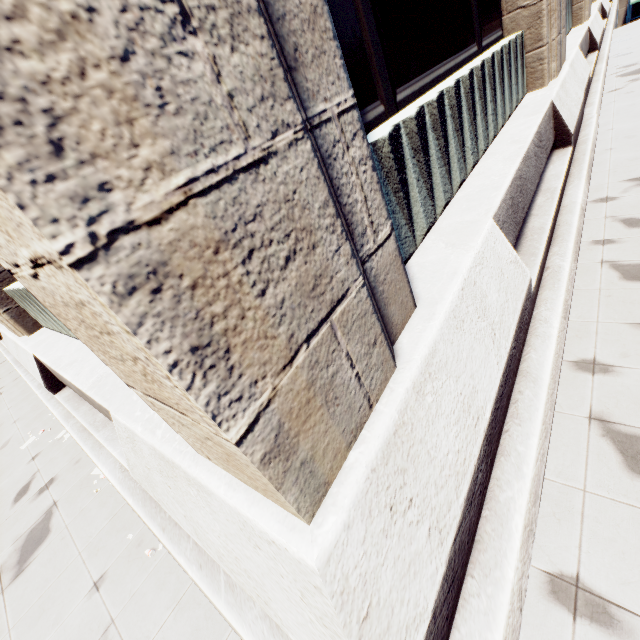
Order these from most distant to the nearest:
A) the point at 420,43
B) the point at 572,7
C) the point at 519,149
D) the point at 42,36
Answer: the point at 572,7 < the point at 519,149 < the point at 420,43 < the point at 42,36
